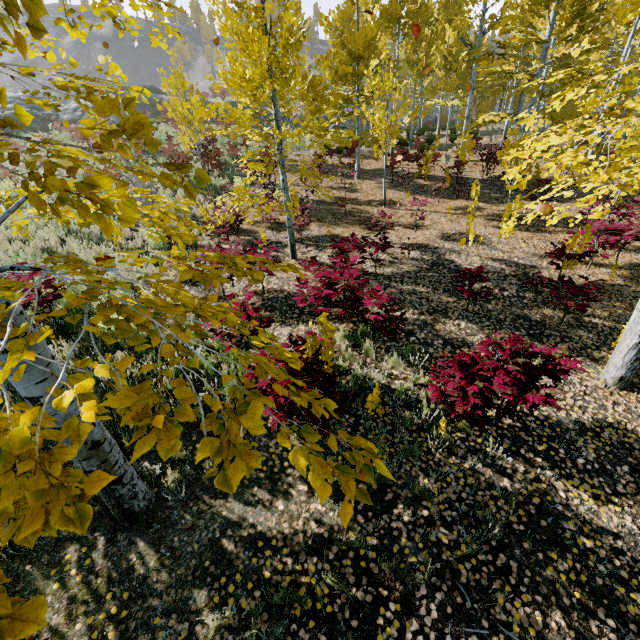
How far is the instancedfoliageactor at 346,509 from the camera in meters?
0.8 m

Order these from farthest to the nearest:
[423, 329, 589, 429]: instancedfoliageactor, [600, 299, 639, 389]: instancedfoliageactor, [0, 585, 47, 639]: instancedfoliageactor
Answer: [600, 299, 639, 389]: instancedfoliageactor < [423, 329, 589, 429]: instancedfoliageactor < [0, 585, 47, 639]: instancedfoliageactor

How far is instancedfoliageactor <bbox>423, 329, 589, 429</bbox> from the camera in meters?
3.9 m

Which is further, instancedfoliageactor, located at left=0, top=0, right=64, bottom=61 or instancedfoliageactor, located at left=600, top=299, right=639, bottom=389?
instancedfoliageactor, located at left=600, top=299, right=639, bottom=389

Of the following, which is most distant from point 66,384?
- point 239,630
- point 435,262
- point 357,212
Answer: point 357,212

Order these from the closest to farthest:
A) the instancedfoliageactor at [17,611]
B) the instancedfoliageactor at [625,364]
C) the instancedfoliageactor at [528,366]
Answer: the instancedfoliageactor at [17,611], the instancedfoliageactor at [528,366], the instancedfoliageactor at [625,364]
